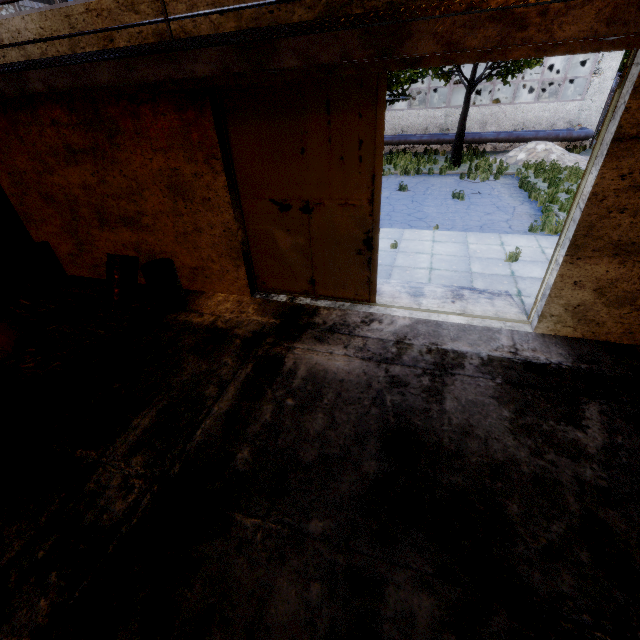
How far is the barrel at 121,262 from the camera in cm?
711

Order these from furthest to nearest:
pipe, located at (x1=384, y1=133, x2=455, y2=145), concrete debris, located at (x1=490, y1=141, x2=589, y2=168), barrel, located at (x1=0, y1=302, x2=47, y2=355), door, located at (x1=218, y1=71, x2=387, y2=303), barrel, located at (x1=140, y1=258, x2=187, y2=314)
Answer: pipe, located at (x1=384, y1=133, x2=455, y2=145) < concrete debris, located at (x1=490, y1=141, x2=589, y2=168) < barrel, located at (x1=140, y1=258, x2=187, y2=314) < barrel, located at (x1=0, y1=302, x2=47, y2=355) < door, located at (x1=218, y1=71, x2=387, y2=303)

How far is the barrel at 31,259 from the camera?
7.7m

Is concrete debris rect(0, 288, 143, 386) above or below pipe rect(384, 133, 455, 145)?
below

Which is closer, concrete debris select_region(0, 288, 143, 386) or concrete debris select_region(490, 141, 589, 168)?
concrete debris select_region(0, 288, 143, 386)

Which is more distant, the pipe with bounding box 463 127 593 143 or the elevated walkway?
the pipe with bounding box 463 127 593 143

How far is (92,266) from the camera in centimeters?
828cm

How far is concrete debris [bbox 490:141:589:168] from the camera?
17.7m
